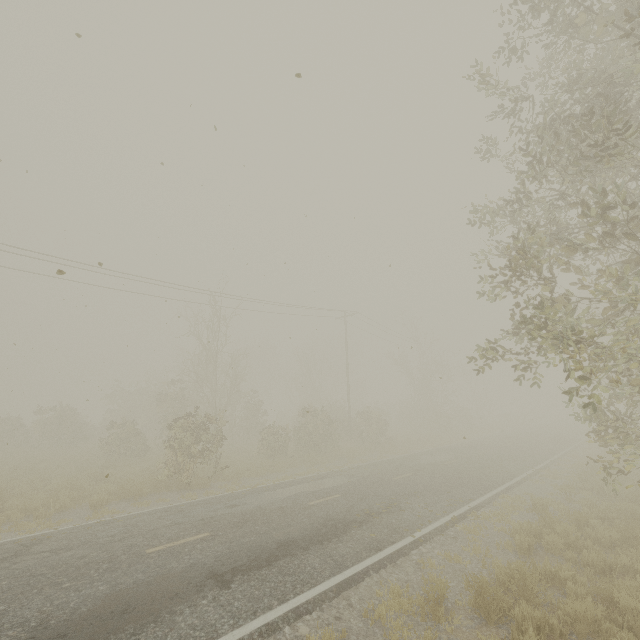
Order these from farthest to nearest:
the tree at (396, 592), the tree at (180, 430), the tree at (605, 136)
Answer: the tree at (180, 430), the tree at (605, 136), the tree at (396, 592)

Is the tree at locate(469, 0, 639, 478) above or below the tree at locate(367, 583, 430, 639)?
above

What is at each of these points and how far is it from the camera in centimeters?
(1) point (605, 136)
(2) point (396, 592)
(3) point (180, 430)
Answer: (1) tree, 611cm
(2) tree, 600cm
(3) tree, 1446cm

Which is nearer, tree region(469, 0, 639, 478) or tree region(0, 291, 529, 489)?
tree region(469, 0, 639, 478)

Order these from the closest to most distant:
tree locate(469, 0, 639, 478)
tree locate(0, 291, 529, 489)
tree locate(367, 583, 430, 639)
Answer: tree locate(367, 583, 430, 639) < tree locate(469, 0, 639, 478) < tree locate(0, 291, 529, 489)

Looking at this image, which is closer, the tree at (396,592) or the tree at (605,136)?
the tree at (396,592)
